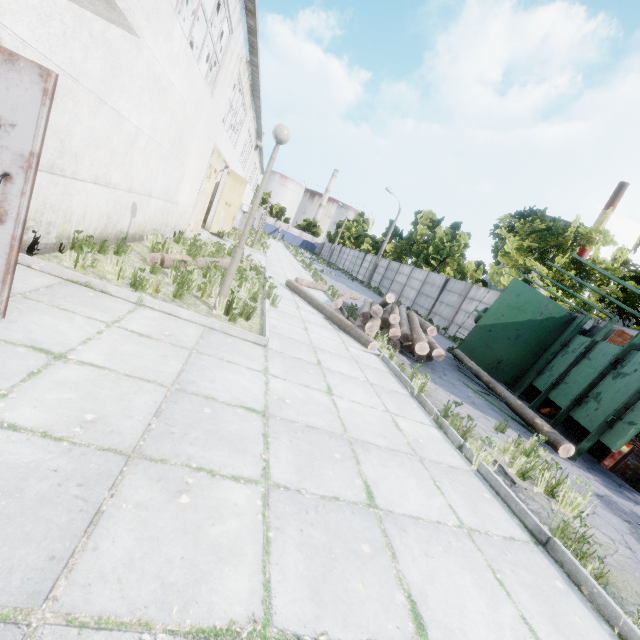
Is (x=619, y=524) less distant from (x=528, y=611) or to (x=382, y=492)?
(x=528, y=611)

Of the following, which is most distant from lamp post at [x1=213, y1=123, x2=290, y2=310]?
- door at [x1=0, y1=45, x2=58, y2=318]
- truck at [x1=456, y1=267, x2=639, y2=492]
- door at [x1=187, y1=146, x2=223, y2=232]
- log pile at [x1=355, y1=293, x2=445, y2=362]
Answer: door at [x1=187, y1=146, x2=223, y2=232]

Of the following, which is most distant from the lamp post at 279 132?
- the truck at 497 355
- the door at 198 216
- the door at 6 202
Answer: the door at 198 216

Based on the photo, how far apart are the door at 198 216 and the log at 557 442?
12.02m

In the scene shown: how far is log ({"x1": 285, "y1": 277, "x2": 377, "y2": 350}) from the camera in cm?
810

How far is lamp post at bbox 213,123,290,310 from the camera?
5.3 meters

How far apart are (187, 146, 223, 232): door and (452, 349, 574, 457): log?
12.0 meters

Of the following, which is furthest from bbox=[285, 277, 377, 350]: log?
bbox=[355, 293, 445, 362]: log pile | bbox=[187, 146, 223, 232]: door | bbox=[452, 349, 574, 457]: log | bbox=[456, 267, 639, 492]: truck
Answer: bbox=[187, 146, 223, 232]: door
